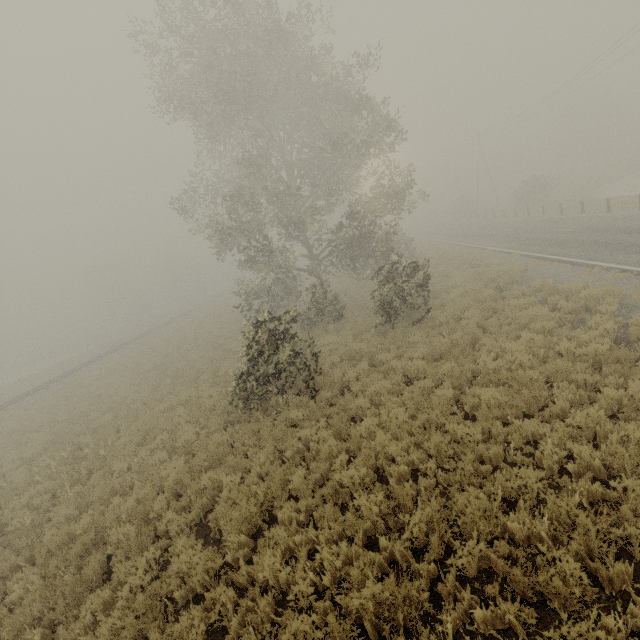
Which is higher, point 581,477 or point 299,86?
point 299,86

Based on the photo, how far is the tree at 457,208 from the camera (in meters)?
52.75

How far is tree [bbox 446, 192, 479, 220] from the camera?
52.8 meters
